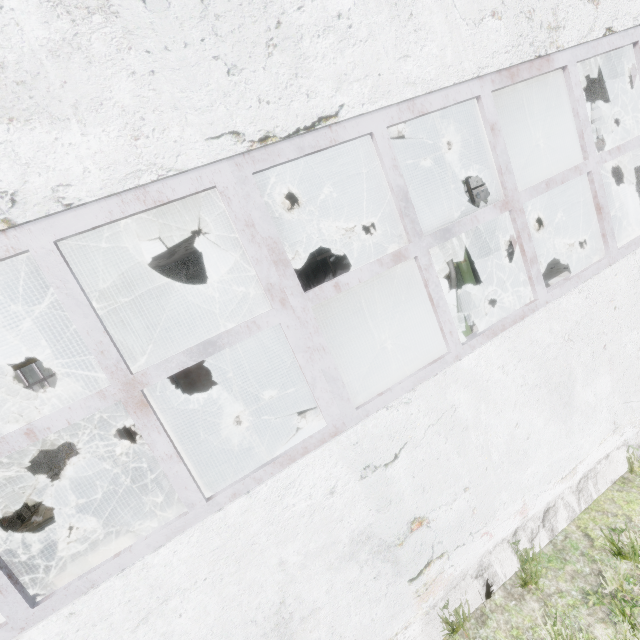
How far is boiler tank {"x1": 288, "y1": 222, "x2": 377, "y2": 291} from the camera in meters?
10.8

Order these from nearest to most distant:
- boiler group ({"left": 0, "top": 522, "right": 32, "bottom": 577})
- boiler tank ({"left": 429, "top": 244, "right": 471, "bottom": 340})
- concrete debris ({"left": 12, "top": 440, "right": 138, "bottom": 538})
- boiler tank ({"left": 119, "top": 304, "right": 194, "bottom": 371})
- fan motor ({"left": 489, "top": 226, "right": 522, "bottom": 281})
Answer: boiler group ({"left": 0, "top": 522, "right": 32, "bottom": 577}) → boiler tank ({"left": 119, "top": 304, "right": 194, "bottom": 371}) → boiler tank ({"left": 429, "top": 244, "right": 471, "bottom": 340}) → concrete debris ({"left": 12, "top": 440, "right": 138, "bottom": 538}) → fan motor ({"left": 489, "top": 226, "right": 522, "bottom": 281})

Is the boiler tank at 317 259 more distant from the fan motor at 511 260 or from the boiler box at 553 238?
the boiler box at 553 238

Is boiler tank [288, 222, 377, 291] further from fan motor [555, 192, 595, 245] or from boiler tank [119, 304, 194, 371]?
fan motor [555, 192, 595, 245]

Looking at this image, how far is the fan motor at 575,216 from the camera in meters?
13.7

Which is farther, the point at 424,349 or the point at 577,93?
the point at 424,349

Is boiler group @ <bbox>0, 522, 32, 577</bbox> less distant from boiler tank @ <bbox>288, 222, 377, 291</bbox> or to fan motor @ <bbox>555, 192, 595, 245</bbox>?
boiler tank @ <bbox>288, 222, 377, 291</bbox>

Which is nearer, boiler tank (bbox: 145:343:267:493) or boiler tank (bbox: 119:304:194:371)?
boiler tank (bbox: 145:343:267:493)
